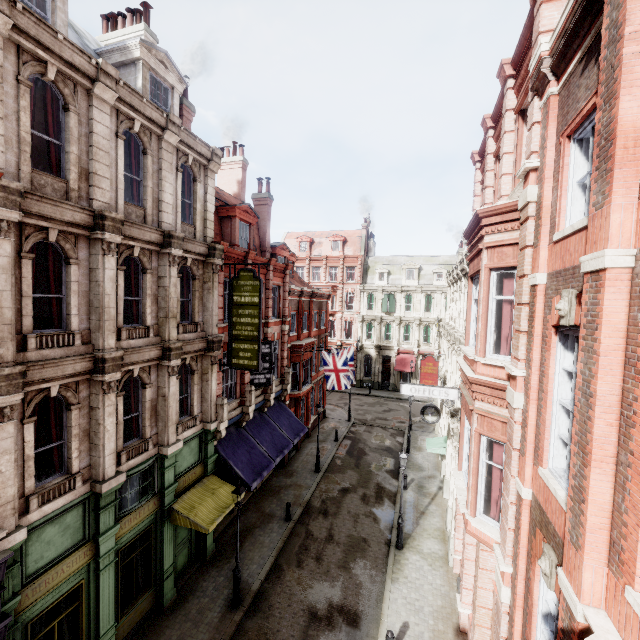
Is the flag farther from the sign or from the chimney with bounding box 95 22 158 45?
the chimney with bounding box 95 22 158 45

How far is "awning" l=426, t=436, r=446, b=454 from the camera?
19.8 meters

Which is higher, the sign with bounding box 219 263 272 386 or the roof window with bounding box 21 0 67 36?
the roof window with bounding box 21 0 67 36

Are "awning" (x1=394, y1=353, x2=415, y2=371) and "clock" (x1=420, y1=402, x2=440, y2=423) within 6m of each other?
no

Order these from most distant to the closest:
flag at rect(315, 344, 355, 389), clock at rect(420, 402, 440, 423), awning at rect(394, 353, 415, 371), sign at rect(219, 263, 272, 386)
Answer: awning at rect(394, 353, 415, 371) < flag at rect(315, 344, 355, 389) < clock at rect(420, 402, 440, 423) < sign at rect(219, 263, 272, 386)

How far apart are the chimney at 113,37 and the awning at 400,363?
35.5 meters

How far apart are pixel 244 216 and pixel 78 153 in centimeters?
949cm

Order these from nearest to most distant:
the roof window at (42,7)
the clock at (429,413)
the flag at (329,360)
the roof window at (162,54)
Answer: the roof window at (42,7) → the roof window at (162,54) → the clock at (429,413) → the flag at (329,360)
